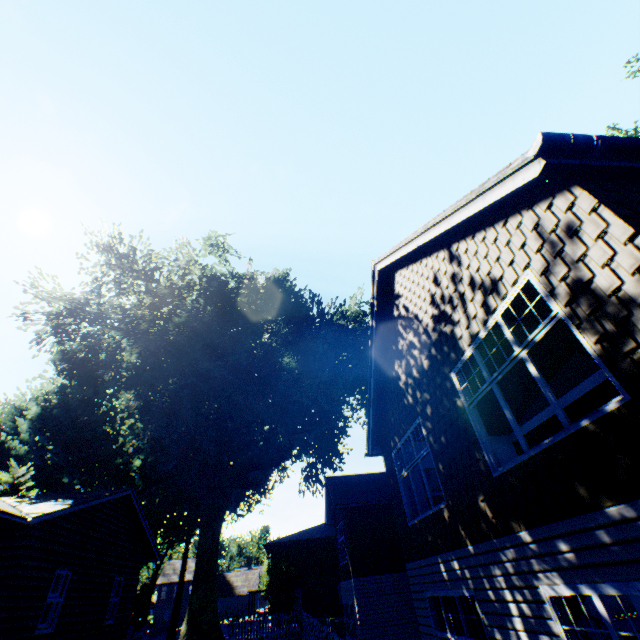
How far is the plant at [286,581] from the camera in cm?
2962

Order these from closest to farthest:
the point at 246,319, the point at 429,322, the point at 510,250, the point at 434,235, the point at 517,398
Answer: the point at 510,250
the point at 434,235
the point at 429,322
the point at 517,398
the point at 246,319

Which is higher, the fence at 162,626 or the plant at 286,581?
the plant at 286,581

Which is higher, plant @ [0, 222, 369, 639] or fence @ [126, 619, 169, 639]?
plant @ [0, 222, 369, 639]

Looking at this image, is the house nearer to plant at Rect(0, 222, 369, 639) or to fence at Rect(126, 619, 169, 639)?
fence at Rect(126, 619, 169, 639)

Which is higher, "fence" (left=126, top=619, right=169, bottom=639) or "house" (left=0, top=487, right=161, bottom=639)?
"house" (left=0, top=487, right=161, bottom=639)
